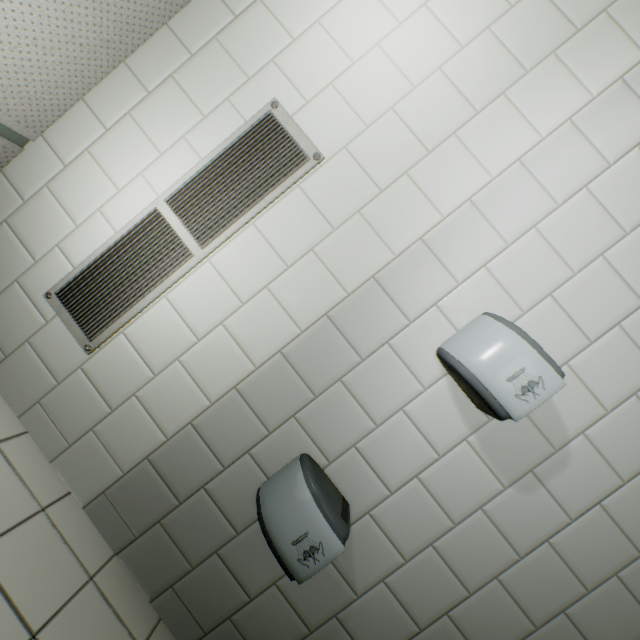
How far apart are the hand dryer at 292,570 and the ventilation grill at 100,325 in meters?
0.9 m

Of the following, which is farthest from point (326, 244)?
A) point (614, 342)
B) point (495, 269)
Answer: point (614, 342)

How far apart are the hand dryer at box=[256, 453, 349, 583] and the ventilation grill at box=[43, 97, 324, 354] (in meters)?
0.92

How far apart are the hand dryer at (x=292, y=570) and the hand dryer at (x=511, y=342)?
0.7 meters

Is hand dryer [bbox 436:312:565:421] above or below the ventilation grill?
below

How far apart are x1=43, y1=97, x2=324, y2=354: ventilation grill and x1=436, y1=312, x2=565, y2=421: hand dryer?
0.9 meters

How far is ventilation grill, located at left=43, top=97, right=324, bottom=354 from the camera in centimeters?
135cm

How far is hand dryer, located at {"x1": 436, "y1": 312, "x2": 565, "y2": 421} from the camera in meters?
1.1
